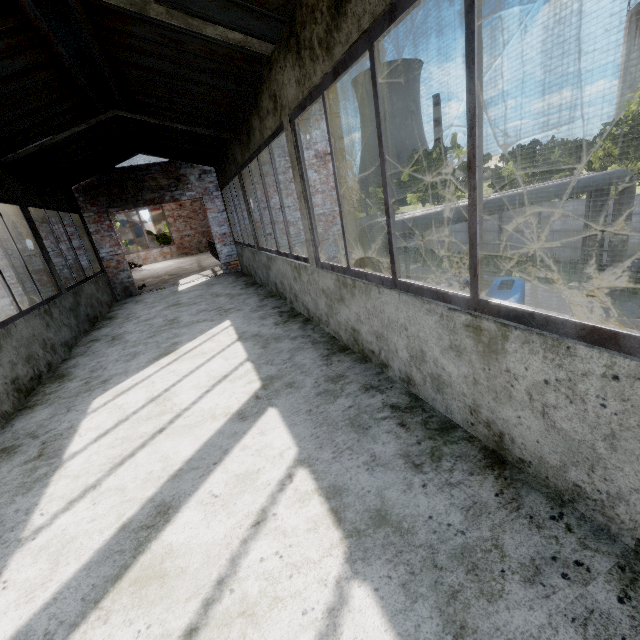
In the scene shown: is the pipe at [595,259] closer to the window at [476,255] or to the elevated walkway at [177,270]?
the elevated walkway at [177,270]

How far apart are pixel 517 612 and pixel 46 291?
10.50m

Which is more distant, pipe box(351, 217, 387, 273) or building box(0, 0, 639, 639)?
pipe box(351, 217, 387, 273)

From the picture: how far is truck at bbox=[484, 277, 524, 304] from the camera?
8.1m

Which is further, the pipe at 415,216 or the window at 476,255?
the pipe at 415,216

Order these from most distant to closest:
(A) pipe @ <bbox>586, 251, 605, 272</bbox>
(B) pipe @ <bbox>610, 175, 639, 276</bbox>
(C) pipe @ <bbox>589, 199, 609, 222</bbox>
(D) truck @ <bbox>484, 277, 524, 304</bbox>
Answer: (A) pipe @ <bbox>586, 251, 605, 272</bbox>, (C) pipe @ <bbox>589, 199, 609, 222</bbox>, (B) pipe @ <bbox>610, 175, 639, 276</bbox>, (D) truck @ <bbox>484, 277, 524, 304</bbox>

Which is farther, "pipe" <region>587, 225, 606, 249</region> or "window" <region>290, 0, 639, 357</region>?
"pipe" <region>587, 225, 606, 249</region>
